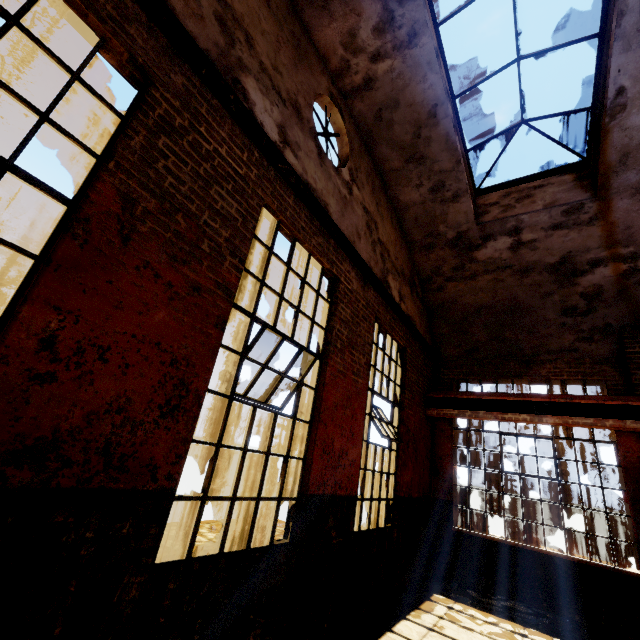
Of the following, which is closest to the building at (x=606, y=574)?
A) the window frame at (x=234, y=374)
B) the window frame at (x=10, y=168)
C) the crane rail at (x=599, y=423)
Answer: the crane rail at (x=599, y=423)

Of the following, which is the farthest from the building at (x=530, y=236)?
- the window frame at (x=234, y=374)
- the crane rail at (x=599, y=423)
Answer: the window frame at (x=234, y=374)

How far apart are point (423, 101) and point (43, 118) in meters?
5.5

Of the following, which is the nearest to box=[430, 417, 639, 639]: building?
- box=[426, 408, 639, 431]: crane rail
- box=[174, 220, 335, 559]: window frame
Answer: box=[426, 408, 639, 431]: crane rail

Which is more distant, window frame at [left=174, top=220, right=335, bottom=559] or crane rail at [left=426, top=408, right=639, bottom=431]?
crane rail at [left=426, top=408, right=639, bottom=431]

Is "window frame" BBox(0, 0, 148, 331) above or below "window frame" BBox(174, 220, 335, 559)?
above

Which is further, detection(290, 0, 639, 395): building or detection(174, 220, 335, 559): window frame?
detection(290, 0, 639, 395): building

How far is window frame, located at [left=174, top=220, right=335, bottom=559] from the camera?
2.9m
